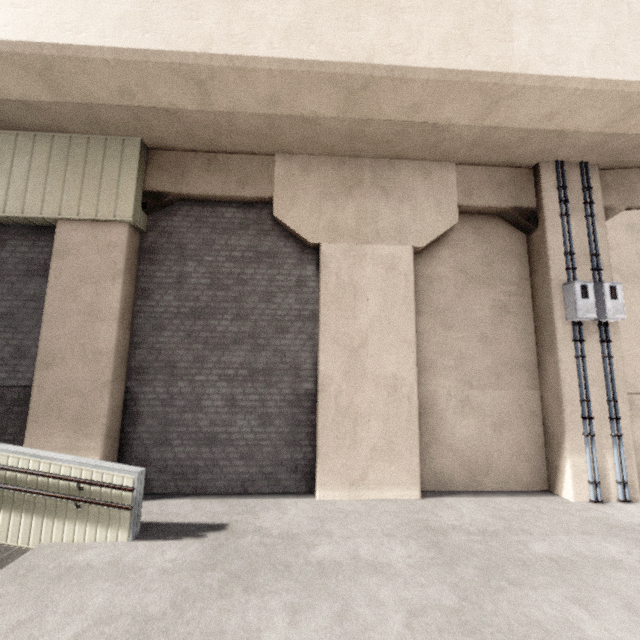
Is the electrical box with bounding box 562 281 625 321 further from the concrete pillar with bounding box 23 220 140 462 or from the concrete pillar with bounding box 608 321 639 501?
the concrete pillar with bounding box 23 220 140 462

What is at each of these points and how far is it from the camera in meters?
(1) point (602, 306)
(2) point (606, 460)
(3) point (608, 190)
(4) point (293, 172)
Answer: (1) electrical box, 6.4
(2) concrete pillar, 6.1
(3) concrete pillar, 7.2
(4) concrete pillar, 6.9

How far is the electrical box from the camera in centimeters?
628cm

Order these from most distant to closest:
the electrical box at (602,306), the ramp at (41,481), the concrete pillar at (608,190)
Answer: the concrete pillar at (608,190) < the electrical box at (602,306) < the ramp at (41,481)

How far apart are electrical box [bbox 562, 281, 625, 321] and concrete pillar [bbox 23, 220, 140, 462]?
8.81m

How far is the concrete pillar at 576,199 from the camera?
6.7m

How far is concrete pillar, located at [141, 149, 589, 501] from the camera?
6.1m

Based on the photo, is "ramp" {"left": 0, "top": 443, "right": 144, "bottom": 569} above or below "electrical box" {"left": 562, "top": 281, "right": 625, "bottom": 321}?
below
